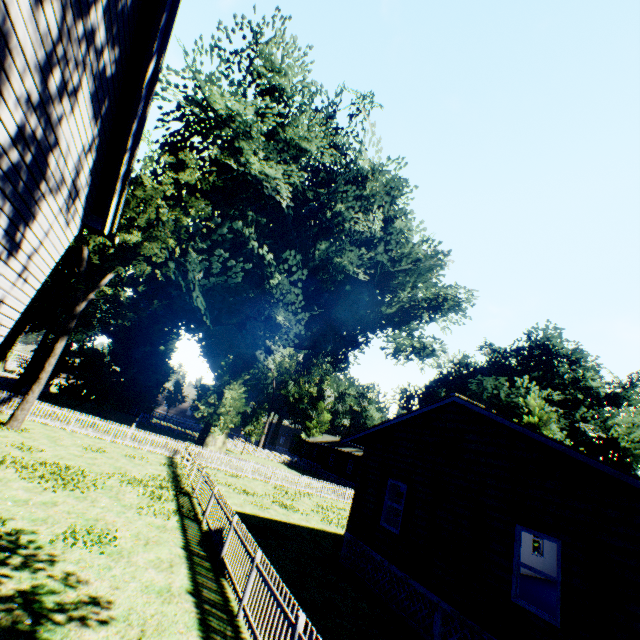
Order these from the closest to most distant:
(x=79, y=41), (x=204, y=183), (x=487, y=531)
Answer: (x=79, y=41)
(x=487, y=531)
(x=204, y=183)

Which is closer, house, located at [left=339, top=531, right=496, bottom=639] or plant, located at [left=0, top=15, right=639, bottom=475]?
house, located at [left=339, top=531, right=496, bottom=639]

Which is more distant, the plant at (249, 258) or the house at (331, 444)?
the house at (331, 444)

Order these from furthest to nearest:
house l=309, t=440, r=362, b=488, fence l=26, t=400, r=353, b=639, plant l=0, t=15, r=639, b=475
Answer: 1. house l=309, t=440, r=362, b=488
2. plant l=0, t=15, r=639, b=475
3. fence l=26, t=400, r=353, b=639

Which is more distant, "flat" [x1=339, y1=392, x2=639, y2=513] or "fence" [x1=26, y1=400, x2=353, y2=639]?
"flat" [x1=339, y1=392, x2=639, y2=513]

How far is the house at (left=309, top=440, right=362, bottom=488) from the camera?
40.9 meters

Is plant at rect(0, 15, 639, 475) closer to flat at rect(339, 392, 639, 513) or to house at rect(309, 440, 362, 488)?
house at rect(309, 440, 362, 488)

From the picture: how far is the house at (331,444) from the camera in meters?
40.9 m
